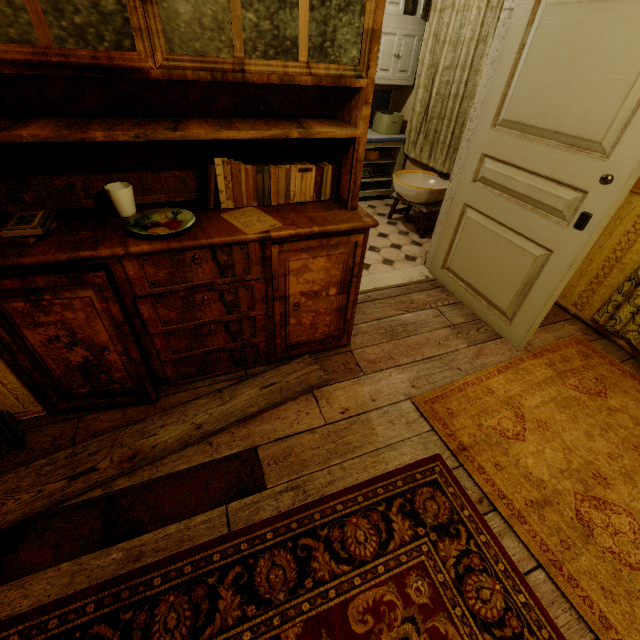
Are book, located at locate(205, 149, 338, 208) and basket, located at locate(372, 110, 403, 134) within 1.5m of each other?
no

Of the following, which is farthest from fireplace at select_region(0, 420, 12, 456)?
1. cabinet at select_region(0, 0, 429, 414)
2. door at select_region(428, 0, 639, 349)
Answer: door at select_region(428, 0, 639, 349)

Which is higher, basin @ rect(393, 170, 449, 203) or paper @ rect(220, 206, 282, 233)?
paper @ rect(220, 206, 282, 233)

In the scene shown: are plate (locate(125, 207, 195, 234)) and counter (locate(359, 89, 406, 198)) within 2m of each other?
no

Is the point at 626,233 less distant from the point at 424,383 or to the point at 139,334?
the point at 424,383

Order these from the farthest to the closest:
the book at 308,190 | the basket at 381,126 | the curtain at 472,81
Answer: the basket at 381,126, the curtain at 472,81, the book at 308,190

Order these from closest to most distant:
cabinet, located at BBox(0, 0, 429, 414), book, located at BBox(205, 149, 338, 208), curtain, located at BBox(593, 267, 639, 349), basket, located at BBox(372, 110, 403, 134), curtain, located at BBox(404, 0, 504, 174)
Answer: cabinet, located at BBox(0, 0, 429, 414), book, located at BBox(205, 149, 338, 208), curtain, located at BBox(593, 267, 639, 349), curtain, located at BBox(404, 0, 504, 174), basket, located at BBox(372, 110, 403, 134)

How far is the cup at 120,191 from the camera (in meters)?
1.49
